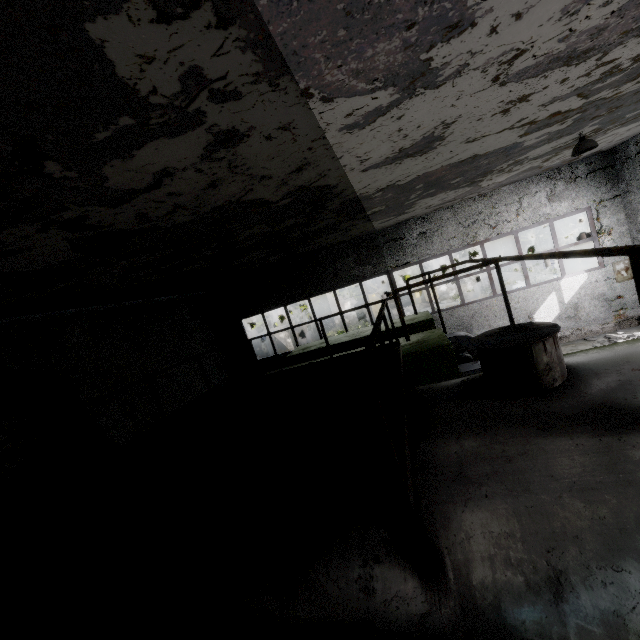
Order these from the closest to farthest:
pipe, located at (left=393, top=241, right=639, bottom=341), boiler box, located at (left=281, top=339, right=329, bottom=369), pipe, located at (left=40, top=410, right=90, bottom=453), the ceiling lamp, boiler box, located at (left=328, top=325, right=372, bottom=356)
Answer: pipe, located at (left=393, top=241, right=639, bottom=341), pipe, located at (left=40, top=410, right=90, bottom=453), the ceiling lamp, boiler box, located at (left=281, top=339, right=329, bottom=369), boiler box, located at (left=328, top=325, right=372, bottom=356)

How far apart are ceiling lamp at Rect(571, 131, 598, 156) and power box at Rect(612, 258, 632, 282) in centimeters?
688cm

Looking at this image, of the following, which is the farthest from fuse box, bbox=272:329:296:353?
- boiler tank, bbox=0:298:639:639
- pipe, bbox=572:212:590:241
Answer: boiler tank, bbox=0:298:639:639

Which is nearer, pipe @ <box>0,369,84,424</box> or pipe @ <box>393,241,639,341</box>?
pipe @ <box>393,241,639,341</box>

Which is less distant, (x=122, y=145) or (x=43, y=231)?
(x=122, y=145)

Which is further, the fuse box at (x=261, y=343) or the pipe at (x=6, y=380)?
the fuse box at (x=261, y=343)

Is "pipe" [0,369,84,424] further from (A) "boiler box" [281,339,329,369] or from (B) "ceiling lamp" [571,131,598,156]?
(B) "ceiling lamp" [571,131,598,156]

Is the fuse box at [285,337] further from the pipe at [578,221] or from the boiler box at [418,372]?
the boiler box at [418,372]
